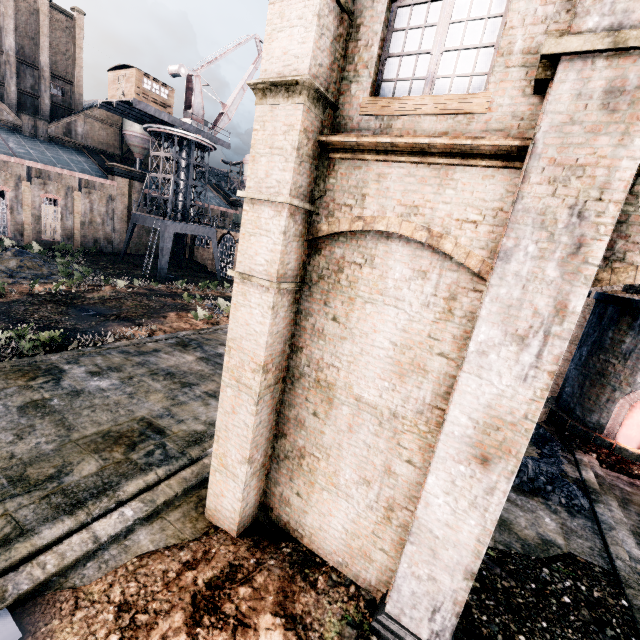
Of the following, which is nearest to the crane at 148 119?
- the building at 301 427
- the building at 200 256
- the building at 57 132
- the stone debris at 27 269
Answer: the building at 200 256

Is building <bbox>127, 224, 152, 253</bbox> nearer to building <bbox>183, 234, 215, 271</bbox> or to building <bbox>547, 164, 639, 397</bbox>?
building <bbox>183, 234, 215, 271</bbox>

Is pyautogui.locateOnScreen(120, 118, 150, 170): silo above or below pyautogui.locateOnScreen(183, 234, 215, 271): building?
above

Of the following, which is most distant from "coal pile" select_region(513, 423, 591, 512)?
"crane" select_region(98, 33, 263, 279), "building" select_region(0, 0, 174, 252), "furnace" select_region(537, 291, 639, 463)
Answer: "building" select_region(0, 0, 174, 252)

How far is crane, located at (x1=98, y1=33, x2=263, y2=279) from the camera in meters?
38.8

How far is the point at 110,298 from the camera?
28.8m

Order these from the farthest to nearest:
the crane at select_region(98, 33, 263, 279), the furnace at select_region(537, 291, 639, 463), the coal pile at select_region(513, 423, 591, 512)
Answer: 1. the crane at select_region(98, 33, 263, 279)
2. the furnace at select_region(537, 291, 639, 463)
3. the coal pile at select_region(513, 423, 591, 512)

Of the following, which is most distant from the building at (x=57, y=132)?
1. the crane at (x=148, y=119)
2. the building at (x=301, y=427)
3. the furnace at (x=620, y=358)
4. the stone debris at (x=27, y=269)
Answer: the furnace at (x=620, y=358)
